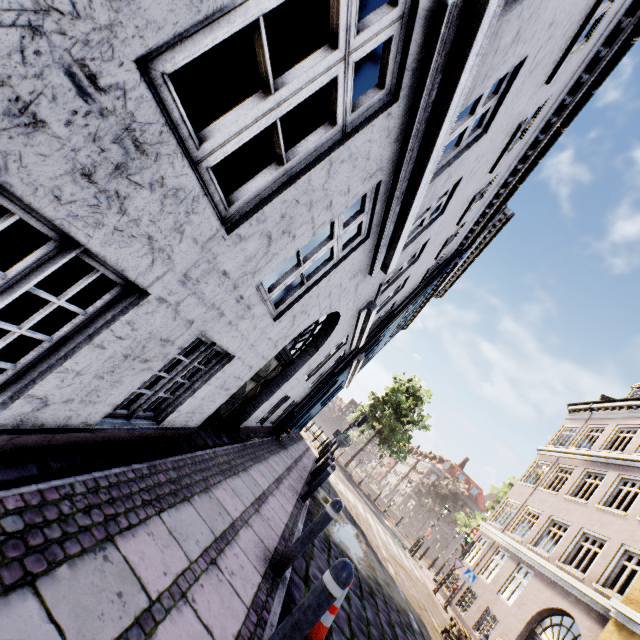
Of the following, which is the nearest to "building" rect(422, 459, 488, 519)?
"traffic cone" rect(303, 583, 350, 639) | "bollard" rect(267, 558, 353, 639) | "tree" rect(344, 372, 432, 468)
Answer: "tree" rect(344, 372, 432, 468)

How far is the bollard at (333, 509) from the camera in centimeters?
393cm

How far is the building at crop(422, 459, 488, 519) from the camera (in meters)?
55.94

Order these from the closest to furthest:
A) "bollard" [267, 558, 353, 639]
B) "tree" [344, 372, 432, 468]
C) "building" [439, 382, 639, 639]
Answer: "bollard" [267, 558, 353, 639], "building" [439, 382, 639, 639], "tree" [344, 372, 432, 468]

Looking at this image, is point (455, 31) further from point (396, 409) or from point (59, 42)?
point (396, 409)

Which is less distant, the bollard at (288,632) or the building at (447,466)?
the bollard at (288,632)

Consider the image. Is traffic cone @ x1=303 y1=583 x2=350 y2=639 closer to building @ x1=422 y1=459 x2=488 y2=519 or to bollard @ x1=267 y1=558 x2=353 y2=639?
bollard @ x1=267 y1=558 x2=353 y2=639

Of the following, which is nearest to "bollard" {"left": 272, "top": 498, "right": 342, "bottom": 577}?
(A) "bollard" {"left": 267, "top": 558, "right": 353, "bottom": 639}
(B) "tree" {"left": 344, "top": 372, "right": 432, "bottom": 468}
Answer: (A) "bollard" {"left": 267, "top": 558, "right": 353, "bottom": 639}
